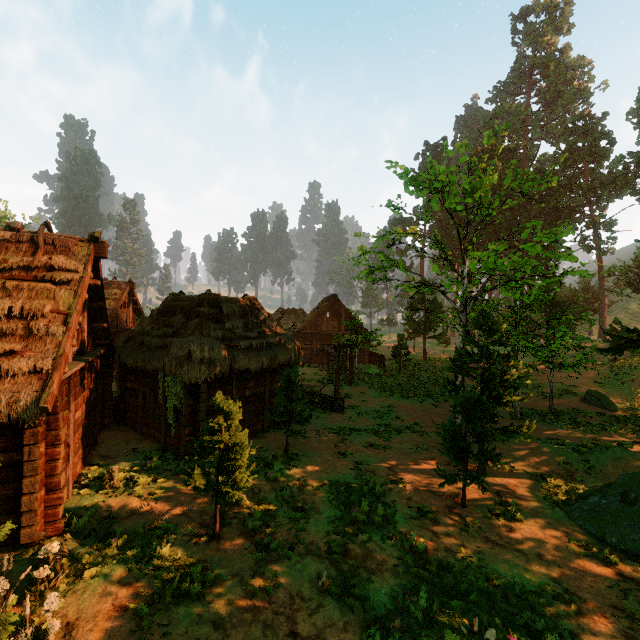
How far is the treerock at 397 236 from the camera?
15.87m

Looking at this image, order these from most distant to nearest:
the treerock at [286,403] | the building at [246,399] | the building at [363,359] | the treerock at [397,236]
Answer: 1. the building at [363,359]
2. the treerock at [397,236]
3. the treerock at [286,403]
4. the building at [246,399]

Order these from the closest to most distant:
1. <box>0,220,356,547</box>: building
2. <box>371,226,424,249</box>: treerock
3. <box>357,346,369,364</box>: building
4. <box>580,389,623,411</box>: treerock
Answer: <box>0,220,356,547</box>: building, <box>371,226,424,249</box>: treerock, <box>580,389,623,411</box>: treerock, <box>357,346,369,364</box>: building

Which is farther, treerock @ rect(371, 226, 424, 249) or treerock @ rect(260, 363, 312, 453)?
treerock @ rect(371, 226, 424, 249)

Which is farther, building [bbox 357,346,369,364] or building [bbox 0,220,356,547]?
building [bbox 357,346,369,364]

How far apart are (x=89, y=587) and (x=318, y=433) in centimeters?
1022cm

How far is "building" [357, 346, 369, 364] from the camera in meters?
36.8

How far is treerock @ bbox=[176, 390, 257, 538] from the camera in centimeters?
775cm
